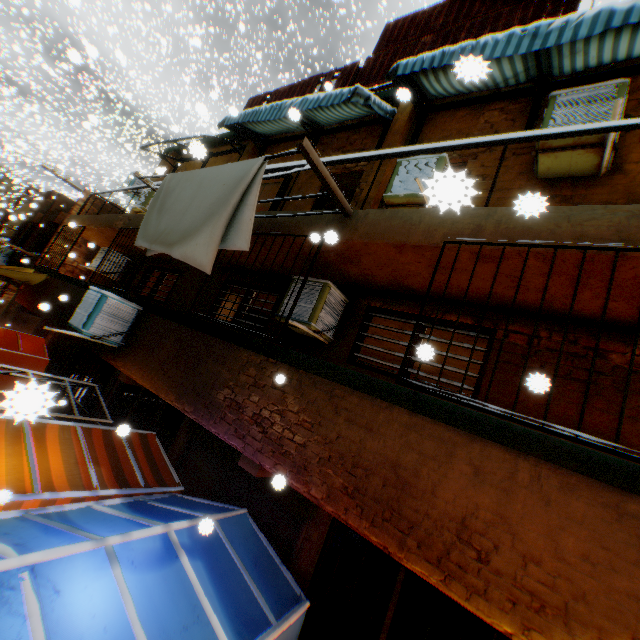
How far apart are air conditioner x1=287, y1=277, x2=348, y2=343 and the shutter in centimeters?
1798cm

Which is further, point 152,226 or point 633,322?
point 152,226

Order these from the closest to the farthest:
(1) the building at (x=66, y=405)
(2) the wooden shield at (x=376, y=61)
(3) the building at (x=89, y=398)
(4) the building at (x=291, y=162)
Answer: (1) the building at (x=66, y=405)
(4) the building at (x=291, y=162)
(2) the wooden shield at (x=376, y=61)
(3) the building at (x=89, y=398)

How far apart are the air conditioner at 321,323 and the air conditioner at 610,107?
2.75m

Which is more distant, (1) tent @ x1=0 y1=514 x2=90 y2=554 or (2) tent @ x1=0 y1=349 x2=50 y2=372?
(2) tent @ x1=0 y1=349 x2=50 y2=372

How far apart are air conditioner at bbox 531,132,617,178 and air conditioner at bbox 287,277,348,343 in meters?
2.7 m

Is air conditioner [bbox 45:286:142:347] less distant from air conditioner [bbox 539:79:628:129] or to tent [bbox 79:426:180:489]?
tent [bbox 79:426:180:489]
